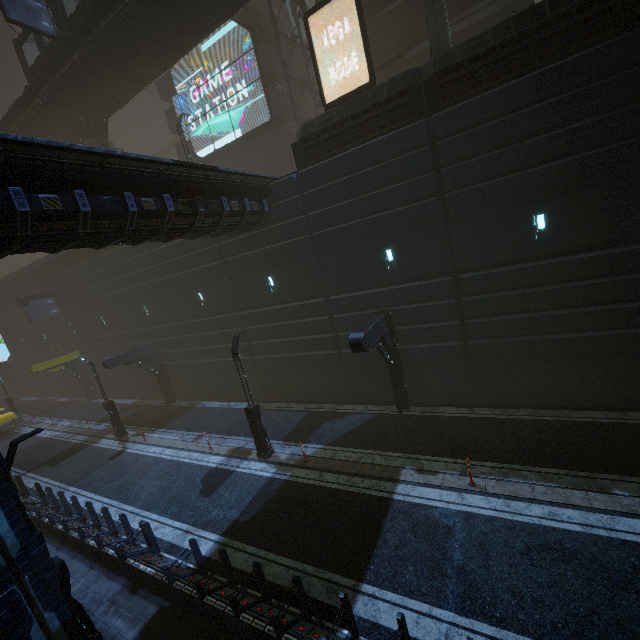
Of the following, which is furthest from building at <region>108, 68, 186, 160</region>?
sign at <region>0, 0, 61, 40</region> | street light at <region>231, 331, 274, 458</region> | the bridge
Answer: sign at <region>0, 0, 61, 40</region>

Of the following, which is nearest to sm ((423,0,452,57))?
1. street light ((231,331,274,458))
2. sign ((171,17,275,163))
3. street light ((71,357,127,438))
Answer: street light ((231,331,274,458))

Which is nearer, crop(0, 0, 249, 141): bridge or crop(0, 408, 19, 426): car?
crop(0, 0, 249, 141): bridge

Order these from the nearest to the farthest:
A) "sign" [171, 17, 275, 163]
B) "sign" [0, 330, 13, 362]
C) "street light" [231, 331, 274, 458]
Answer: "street light" [231, 331, 274, 458] < "sign" [171, 17, 275, 163] < "sign" [0, 330, 13, 362]

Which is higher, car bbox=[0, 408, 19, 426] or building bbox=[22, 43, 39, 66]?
building bbox=[22, 43, 39, 66]

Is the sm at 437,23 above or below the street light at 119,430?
above

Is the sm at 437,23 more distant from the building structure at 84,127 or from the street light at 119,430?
the street light at 119,430

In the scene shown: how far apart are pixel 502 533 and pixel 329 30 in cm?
2943
